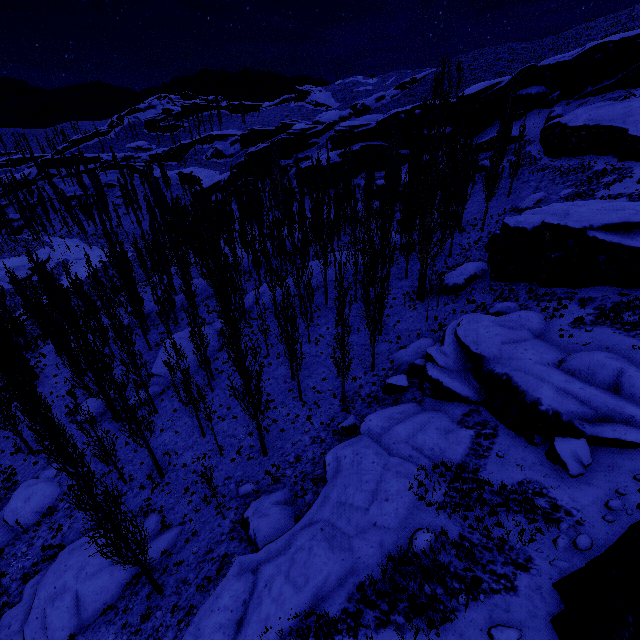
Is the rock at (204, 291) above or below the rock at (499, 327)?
below

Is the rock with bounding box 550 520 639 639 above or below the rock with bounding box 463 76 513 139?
below

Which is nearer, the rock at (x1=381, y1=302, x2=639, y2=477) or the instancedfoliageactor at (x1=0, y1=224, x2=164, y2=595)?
the instancedfoliageactor at (x1=0, y1=224, x2=164, y2=595)

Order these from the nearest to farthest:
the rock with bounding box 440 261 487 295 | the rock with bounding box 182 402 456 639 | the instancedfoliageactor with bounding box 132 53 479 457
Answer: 1. the rock with bounding box 182 402 456 639
2. the instancedfoliageactor with bounding box 132 53 479 457
3. the rock with bounding box 440 261 487 295

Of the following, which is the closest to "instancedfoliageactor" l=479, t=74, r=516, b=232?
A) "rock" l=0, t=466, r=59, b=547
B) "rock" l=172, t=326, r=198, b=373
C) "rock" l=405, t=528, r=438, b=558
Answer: "rock" l=172, t=326, r=198, b=373

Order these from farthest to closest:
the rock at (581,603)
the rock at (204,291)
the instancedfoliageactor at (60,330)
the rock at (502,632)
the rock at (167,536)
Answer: the rock at (204,291) < the rock at (167,536) < the instancedfoliageactor at (60,330) < the rock at (502,632) < the rock at (581,603)

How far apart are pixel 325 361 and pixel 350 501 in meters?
14.1 m
